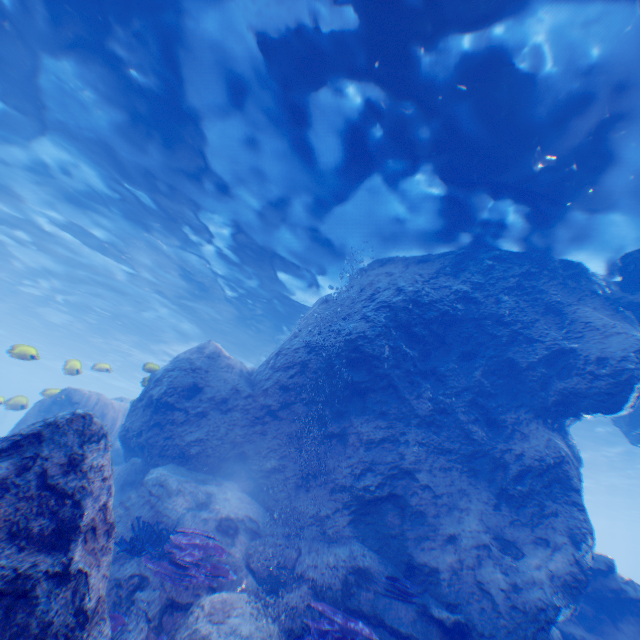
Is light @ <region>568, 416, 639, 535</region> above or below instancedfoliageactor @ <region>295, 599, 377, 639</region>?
above

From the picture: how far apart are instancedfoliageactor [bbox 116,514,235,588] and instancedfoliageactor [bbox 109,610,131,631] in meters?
0.7 m

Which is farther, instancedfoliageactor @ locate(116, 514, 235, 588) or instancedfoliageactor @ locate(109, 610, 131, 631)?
instancedfoliageactor @ locate(116, 514, 235, 588)

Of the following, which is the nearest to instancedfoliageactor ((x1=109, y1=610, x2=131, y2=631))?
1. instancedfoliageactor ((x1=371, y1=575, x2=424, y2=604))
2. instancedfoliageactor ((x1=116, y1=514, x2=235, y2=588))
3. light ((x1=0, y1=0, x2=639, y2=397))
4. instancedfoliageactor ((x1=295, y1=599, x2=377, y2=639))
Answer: instancedfoliageactor ((x1=116, y1=514, x2=235, y2=588))

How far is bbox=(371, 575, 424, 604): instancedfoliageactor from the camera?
5.9m

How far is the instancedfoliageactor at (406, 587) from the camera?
5.9 meters

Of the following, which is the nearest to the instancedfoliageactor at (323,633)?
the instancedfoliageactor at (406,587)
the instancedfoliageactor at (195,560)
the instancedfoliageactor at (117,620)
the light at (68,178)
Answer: the instancedfoliageactor at (195,560)

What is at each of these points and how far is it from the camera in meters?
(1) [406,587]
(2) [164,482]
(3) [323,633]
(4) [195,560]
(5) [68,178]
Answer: (1) instancedfoliageactor, 6.0 m
(2) rock, 7.5 m
(3) instancedfoliageactor, 5.0 m
(4) instancedfoliageactor, 5.6 m
(5) light, 11.5 m
